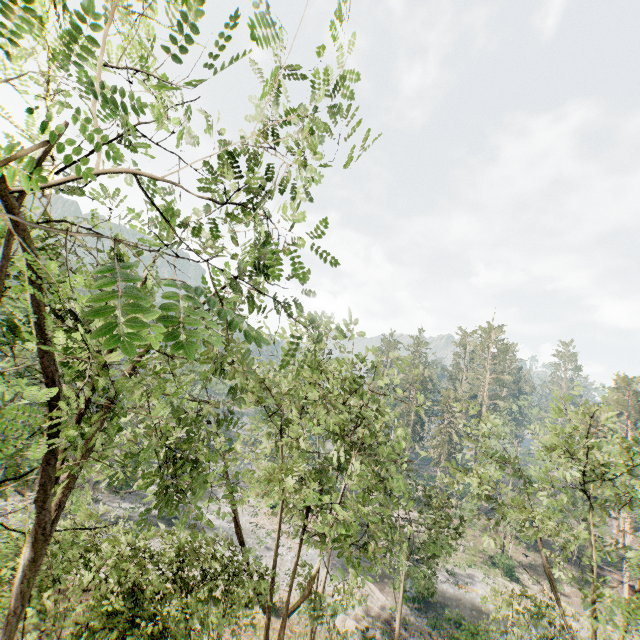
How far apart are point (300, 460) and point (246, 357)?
19.41m

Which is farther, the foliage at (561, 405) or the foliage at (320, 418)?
the foliage at (561, 405)

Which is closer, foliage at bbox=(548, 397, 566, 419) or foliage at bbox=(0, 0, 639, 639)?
foliage at bbox=(0, 0, 639, 639)

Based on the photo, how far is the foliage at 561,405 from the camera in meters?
15.2

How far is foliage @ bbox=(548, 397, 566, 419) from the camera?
15.2 meters
